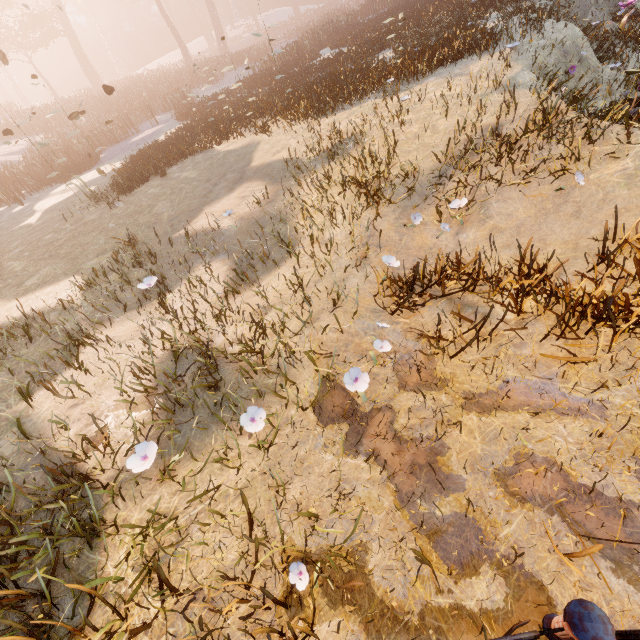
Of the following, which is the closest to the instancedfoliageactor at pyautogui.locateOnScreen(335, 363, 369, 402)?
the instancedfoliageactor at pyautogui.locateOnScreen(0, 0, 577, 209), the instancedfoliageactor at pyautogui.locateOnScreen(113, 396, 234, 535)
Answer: the instancedfoliageactor at pyautogui.locateOnScreen(113, 396, 234, 535)

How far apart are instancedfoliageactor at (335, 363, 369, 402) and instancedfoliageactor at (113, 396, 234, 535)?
1.76m

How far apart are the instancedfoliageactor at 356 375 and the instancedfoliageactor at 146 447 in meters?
1.8 m

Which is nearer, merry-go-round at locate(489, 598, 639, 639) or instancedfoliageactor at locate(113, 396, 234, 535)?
merry-go-round at locate(489, 598, 639, 639)

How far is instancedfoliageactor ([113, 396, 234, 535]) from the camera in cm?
269

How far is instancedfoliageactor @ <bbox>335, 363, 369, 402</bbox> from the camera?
2.99m

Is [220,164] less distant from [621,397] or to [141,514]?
[141,514]

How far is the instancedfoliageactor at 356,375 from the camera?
2.99m
